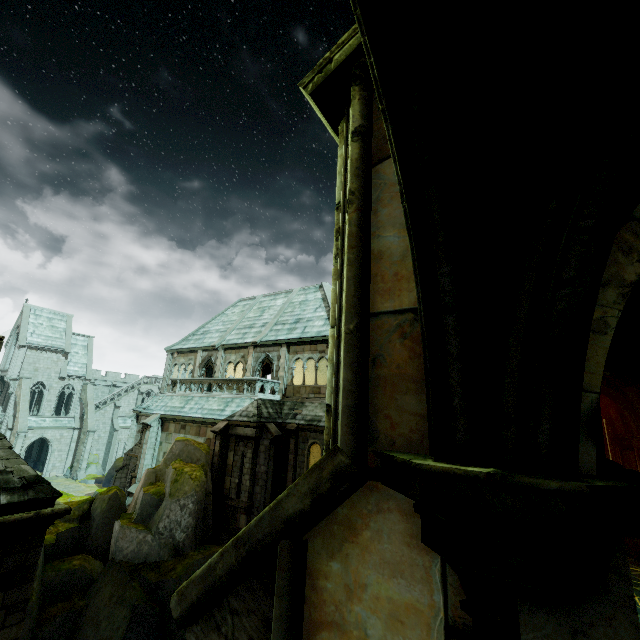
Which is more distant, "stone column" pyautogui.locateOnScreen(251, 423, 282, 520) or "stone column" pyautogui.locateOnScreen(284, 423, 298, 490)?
"stone column" pyautogui.locateOnScreen(284, 423, 298, 490)

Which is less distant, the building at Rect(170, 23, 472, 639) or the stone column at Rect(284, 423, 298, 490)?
the building at Rect(170, 23, 472, 639)

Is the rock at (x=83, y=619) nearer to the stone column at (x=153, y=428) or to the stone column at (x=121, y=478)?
the stone column at (x=153, y=428)

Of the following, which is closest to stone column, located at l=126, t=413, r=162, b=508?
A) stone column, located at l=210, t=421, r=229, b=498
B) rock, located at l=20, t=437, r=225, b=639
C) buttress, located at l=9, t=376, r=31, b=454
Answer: rock, located at l=20, t=437, r=225, b=639

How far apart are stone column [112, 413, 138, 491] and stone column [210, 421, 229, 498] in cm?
1331

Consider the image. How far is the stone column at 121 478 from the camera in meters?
26.4 m

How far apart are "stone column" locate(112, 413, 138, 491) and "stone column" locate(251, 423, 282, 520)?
15.6m

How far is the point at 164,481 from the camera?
16.6 meters
